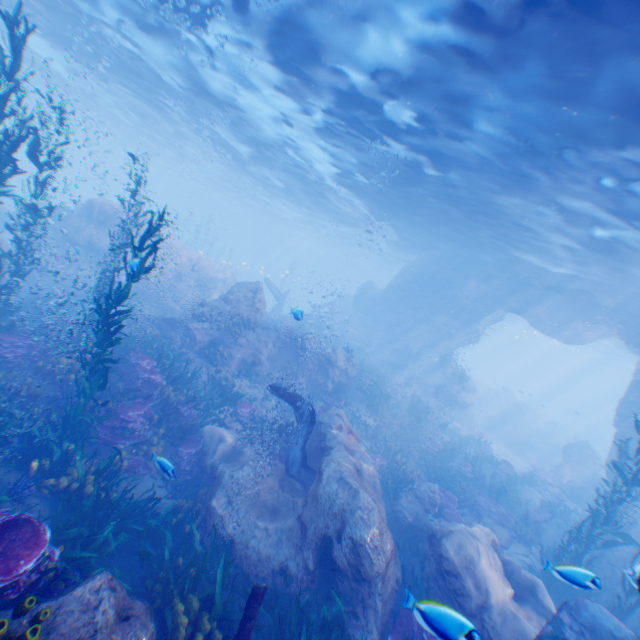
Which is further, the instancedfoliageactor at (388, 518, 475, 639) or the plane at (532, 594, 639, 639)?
the plane at (532, 594, 639, 639)

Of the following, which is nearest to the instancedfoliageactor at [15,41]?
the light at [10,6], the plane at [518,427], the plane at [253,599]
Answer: the plane at [253,599]

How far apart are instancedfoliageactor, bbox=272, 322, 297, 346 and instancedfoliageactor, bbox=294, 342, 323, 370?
0.5m

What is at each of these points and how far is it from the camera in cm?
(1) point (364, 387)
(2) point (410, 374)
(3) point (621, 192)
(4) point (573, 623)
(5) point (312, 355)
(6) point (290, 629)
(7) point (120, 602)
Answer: (1) instancedfoliageactor, 1750
(2) rock, 2689
(3) light, 1048
(4) plane, 577
(5) instancedfoliageactor, 1627
(6) instancedfoliageactor, 576
(7) rock, 439

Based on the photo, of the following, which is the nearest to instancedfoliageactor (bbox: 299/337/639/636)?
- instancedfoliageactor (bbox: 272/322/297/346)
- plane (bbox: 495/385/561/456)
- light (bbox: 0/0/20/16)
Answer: instancedfoliageactor (bbox: 272/322/297/346)

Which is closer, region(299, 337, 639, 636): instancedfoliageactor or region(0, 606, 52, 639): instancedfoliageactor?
region(0, 606, 52, 639): instancedfoliageactor

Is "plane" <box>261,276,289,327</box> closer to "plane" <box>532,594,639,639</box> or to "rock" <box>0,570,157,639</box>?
"rock" <box>0,570,157,639</box>

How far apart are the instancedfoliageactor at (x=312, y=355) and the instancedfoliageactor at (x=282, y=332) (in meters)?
0.46
